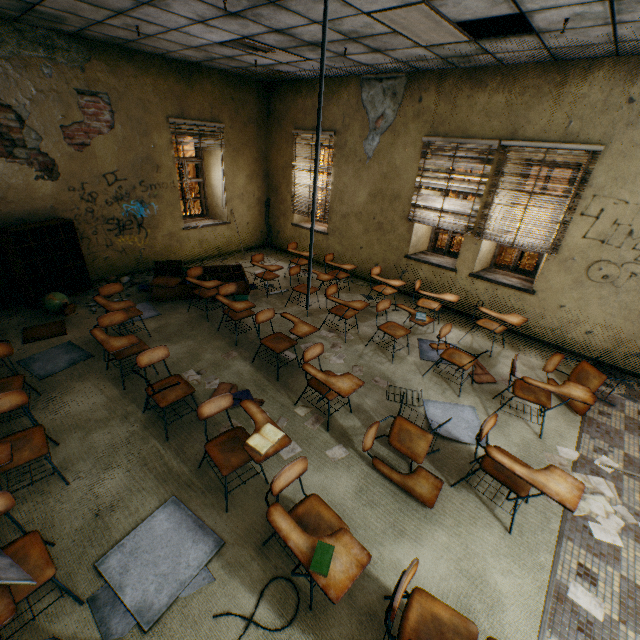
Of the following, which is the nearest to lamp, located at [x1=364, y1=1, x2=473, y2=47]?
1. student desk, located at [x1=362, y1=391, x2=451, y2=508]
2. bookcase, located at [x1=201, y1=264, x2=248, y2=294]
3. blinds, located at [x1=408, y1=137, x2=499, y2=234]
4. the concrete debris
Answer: blinds, located at [x1=408, y1=137, x2=499, y2=234]

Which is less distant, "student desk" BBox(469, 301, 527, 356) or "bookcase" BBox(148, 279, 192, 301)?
"student desk" BBox(469, 301, 527, 356)

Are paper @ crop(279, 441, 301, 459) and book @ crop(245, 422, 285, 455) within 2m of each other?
yes

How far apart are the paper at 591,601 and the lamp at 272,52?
6.9 meters

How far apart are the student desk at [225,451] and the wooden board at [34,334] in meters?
2.5

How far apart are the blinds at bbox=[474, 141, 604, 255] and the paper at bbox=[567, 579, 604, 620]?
4.4 meters

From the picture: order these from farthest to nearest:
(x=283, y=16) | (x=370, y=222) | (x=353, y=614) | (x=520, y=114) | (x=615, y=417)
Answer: (x=370, y=222), (x=520, y=114), (x=615, y=417), (x=283, y=16), (x=353, y=614)

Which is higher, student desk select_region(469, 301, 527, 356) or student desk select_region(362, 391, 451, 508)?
student desk select_region(469, 301, 527, 356)
